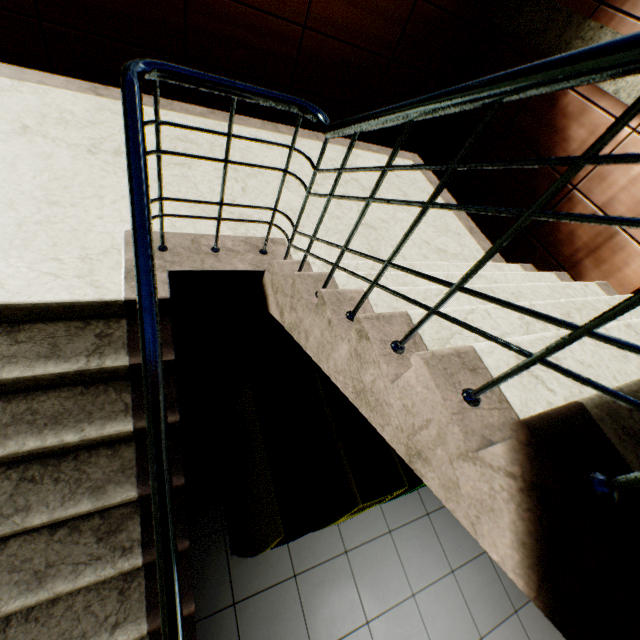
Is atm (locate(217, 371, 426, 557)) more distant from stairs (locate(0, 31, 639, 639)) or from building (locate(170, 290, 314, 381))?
building (locate(170, 290, 314, 381))

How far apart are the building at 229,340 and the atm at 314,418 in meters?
0.8 m

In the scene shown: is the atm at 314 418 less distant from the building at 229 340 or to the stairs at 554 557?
the stairs at 554 557

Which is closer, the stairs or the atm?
the stairs

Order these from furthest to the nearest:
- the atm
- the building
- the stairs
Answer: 1. the building
2. the atm
3. the stairs

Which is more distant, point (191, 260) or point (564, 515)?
point (191, 260)

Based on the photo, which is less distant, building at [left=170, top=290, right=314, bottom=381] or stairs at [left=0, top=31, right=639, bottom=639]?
stairs at [left=0, top=31, right=639, bottom=639]
